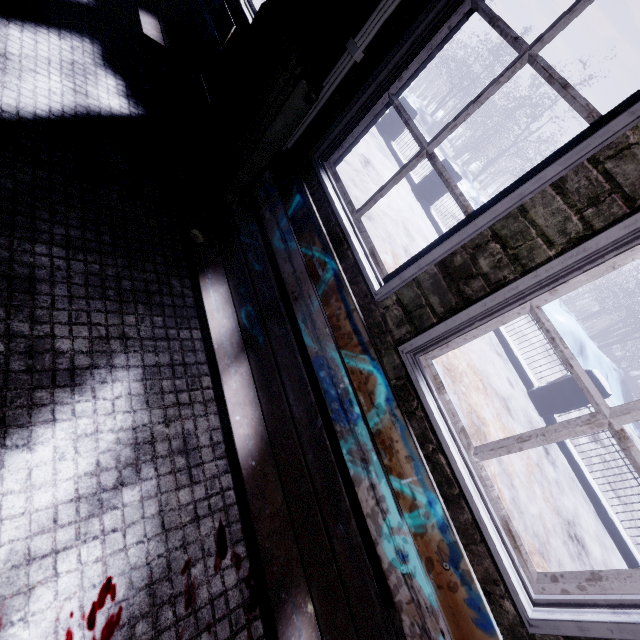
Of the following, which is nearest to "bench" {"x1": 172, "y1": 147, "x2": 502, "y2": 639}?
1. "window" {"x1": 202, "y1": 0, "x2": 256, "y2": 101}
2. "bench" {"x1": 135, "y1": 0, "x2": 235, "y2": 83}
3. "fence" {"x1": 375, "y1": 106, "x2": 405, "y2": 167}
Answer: "window" {"x1": 202, "y1": 0, "x2": 256, "y2": 101}

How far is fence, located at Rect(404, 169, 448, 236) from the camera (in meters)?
6.77

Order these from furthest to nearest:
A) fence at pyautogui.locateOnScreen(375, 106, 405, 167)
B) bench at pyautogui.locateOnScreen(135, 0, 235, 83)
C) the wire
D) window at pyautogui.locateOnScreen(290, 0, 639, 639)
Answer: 1. fence at pyautogui.locateOnScreen(375, 106, 405, 167)
2. bench at pyautogui.locateOnScreen(135, 0, 235, 83)
3. the wire
4. window at pyautogui.locateOnScreen(290, 0, 639, 639)

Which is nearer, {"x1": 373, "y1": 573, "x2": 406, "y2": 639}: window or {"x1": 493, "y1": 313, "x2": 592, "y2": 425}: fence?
{"x1": 373, "y1": 573, "x2": 406, "y2": 639}: window

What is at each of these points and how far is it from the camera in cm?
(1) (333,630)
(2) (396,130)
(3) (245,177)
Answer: (1) bench, 92
(2) fence, 809
(3) radiator, 189

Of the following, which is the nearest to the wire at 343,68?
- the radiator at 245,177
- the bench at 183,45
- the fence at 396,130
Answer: the radiator at 245,177

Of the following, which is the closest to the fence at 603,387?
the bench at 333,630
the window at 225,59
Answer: the window at 225,59
